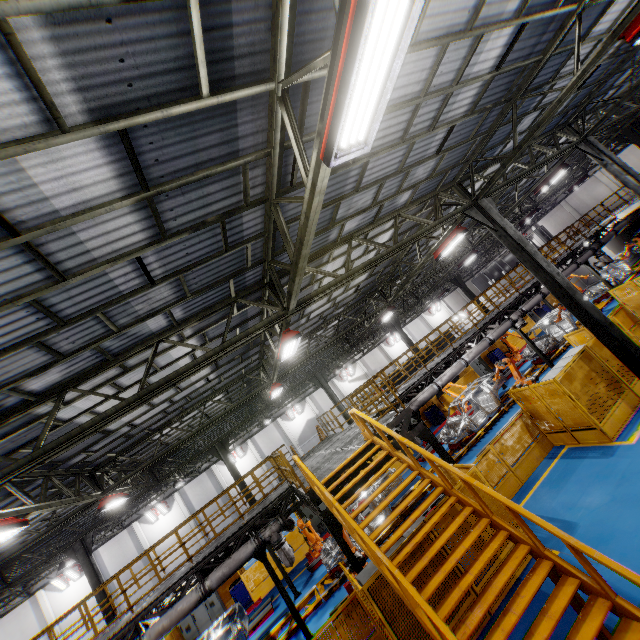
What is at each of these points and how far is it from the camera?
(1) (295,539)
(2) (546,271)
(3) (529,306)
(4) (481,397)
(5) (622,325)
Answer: (1) metal panel, 17.9 meters
(2) metal pole, 9.8 meters
(3) vent pipe, 17.3 meters
(4) chassis, 17.9 meters
(5) metal panel, 14.0 meters

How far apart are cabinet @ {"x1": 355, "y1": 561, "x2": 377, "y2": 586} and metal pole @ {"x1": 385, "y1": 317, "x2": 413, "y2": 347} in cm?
1722

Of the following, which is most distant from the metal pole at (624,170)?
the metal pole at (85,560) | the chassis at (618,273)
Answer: the metal pole at (85,560)

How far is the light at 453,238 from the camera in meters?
11.6 m

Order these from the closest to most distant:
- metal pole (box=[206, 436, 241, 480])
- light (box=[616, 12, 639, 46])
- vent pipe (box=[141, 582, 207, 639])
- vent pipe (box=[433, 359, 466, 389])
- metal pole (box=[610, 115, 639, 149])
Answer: light (box=[616, 12, 639, 46])
vent pipe (box=[141, 582, 207, 639])
vent pipe (box=[433, 359, 466, 389])
metal pole (box=[610, 115, 639, 149])
metal pole (box=[206, 436, 241, 480])

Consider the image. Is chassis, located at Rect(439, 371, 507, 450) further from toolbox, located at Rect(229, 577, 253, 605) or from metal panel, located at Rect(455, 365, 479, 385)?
toolbox, located at Rect(229, 577, 253, 605)

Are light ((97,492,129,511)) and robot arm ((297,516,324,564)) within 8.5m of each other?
yes

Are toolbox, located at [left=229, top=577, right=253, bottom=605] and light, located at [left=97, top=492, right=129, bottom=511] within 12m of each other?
yes
